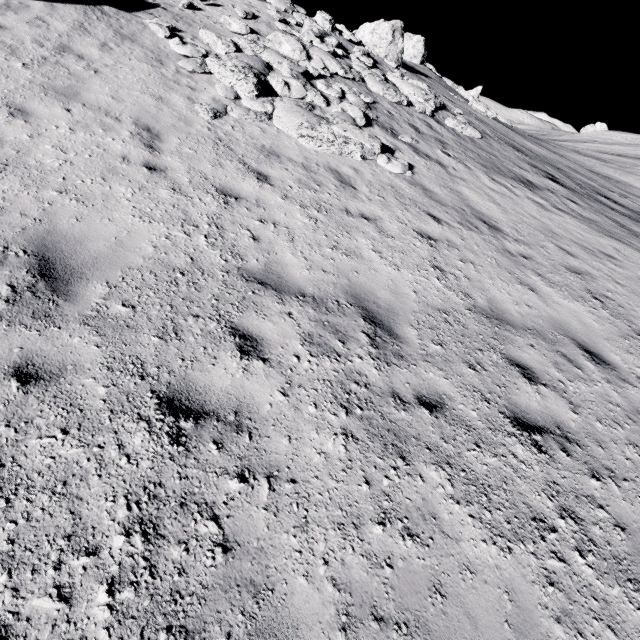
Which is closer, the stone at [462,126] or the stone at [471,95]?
the stone at [462,126]

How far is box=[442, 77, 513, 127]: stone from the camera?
23.77m

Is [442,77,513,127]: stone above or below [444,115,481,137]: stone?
above

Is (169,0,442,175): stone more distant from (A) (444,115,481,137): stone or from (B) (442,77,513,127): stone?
(B) (442,77,513,127): stone

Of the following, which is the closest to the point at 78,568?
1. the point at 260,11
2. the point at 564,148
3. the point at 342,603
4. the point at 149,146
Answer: the point at 342,603

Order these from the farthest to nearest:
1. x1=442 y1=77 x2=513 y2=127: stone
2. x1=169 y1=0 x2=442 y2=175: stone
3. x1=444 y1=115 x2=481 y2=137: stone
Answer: x1=442 y1=77 x2=513 y2=127: stone, x1=444 y1=115 x2=481 y2=137: stone, x1=169 y1=0 x2=442 y2=175: stone

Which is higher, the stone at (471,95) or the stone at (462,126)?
the stone at (471,95)

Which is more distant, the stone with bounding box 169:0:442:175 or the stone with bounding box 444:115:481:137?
the stone with bounding box 444:115:481:137
